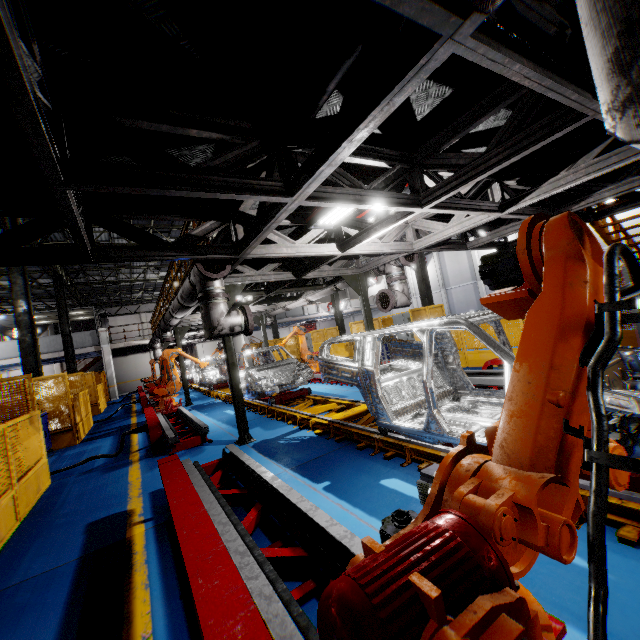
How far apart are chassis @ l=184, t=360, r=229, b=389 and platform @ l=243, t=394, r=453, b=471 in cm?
1

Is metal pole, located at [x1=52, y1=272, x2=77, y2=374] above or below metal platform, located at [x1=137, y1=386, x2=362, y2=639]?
above

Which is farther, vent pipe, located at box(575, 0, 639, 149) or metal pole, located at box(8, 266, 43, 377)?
metal pole, located at box(8, 266, 43, 377)

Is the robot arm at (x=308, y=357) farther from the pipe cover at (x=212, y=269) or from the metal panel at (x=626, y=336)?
the pipe cover at (x=212, y=269)

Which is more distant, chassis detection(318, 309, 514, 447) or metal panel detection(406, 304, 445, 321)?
metal panel detection(406, 304, 445, 321)

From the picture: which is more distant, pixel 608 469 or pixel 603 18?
pixel 608 469

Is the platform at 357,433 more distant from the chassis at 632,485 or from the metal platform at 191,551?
the metal platform at 191,551

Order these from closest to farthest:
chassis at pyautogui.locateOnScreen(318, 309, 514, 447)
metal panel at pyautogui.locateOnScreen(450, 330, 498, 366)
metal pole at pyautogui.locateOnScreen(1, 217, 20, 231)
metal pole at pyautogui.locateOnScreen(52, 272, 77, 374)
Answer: chassis at pyautogui.locateOnScreen(318, 309, 514, 447)
metal panel at pyautogui.locateOnScreen(450, 330, 498, 366)
metal pole at pyautogui.locateOnScreen(1, 217, 20, 231)
metal pole at pyautogui.locateOnScreen(52, 272, 77, 374)
